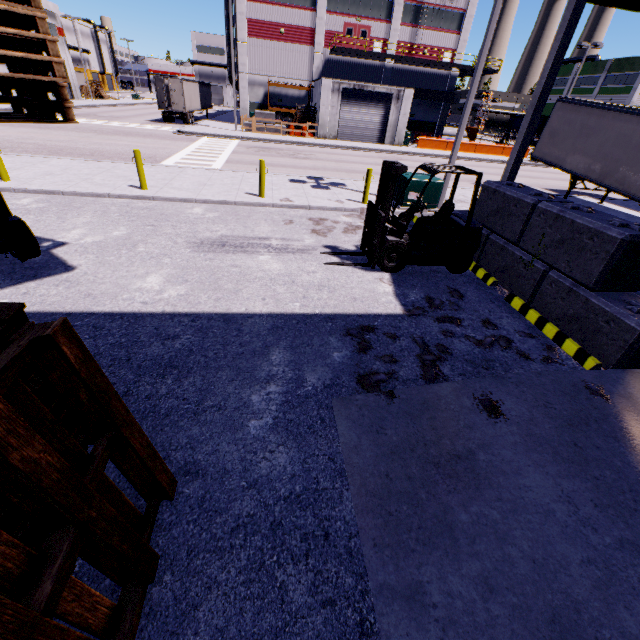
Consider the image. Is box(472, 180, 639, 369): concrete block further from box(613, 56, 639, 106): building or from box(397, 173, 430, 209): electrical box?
box(397, 173, 430, 209): electrical box

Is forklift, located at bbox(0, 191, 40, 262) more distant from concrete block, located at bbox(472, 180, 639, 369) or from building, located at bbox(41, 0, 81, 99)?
concrete block, located at bbox(472, 180, 639, 369)

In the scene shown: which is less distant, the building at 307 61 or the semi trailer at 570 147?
the semi trailer at 570 147

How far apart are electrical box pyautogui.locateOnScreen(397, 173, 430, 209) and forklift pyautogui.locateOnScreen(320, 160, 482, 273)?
3.83m

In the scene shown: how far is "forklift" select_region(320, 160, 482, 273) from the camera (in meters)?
6.66

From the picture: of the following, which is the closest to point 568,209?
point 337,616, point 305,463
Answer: point 305,463

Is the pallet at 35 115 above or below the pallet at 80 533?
above

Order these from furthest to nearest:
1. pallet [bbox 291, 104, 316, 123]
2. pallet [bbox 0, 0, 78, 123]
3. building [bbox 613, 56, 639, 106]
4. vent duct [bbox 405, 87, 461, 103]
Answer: building [bbox 613, 56, 639, 106] → vent duct [bbox 405, 87, 461, 103] → pallet [bbox 291, 104, 316, 123] → pallet [bbox 0, 0, 78, 123]
